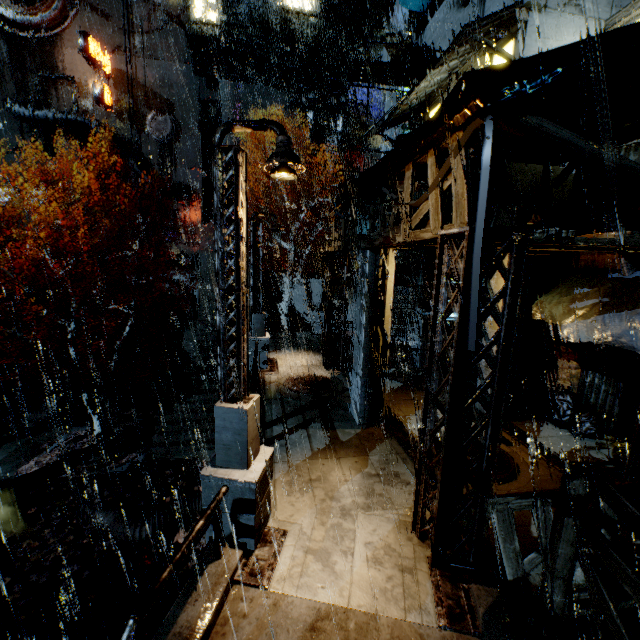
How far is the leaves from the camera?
14.4 meters

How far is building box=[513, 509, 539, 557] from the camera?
6.4m

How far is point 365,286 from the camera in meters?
10.0

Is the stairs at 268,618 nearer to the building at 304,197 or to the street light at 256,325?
the building at 304,197

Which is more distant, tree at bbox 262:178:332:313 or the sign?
the sign

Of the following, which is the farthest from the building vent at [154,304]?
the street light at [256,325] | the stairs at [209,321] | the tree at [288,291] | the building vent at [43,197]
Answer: the street light at [256,325]

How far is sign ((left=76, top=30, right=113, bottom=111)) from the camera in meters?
26.1 m
